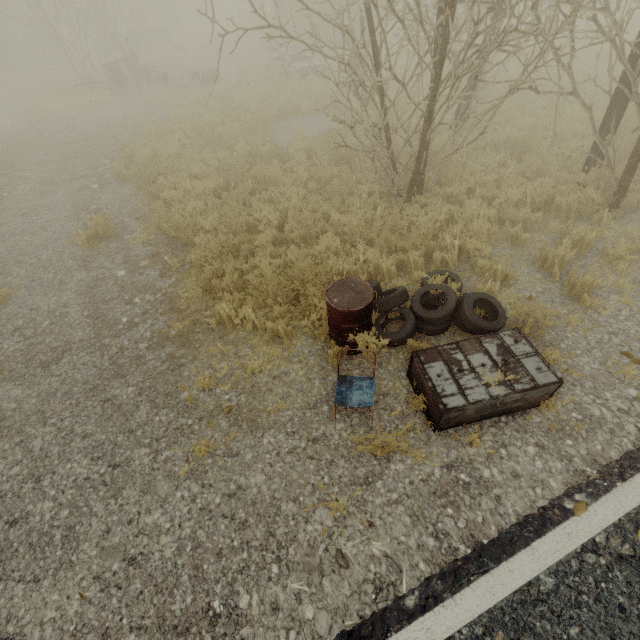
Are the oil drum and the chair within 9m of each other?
yes

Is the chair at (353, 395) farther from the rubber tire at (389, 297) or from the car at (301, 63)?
the car at (301, 63)

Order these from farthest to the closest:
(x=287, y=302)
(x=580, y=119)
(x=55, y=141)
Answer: (x=55, y=141) → (x=580, y=119) → (x=287, y=302)

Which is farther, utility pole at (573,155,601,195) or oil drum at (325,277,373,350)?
utility pole at (573,155,601,195)

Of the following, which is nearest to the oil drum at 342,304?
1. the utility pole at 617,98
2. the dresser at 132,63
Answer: the utility pole at 617,98

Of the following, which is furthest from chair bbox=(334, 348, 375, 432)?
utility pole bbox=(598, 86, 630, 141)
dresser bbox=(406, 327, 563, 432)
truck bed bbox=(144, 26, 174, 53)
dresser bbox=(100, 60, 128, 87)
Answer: truck bed bbox=(144, 26, 174, 53)

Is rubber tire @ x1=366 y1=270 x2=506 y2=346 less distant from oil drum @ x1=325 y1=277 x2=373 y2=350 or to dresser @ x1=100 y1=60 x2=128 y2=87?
oil drum @ x1=325 y1=277 x2=373 y2=350

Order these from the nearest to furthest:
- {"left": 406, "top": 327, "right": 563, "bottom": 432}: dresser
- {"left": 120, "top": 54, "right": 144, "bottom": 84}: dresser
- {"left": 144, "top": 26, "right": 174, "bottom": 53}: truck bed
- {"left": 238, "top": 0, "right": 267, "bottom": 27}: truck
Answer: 1. {"left": 406, "top": 327, "right": 563, "bottom": 432}: dresser
2. {"left": 120, "top": 54, "right": 144, "bottom": 84}: dresser
3. {"left": 238, "top": 0, "right": 267, "bottom": 27}: truck
4. {"left": 144, "top": 26, "right": 174, "bottom": 53}: truck bed
